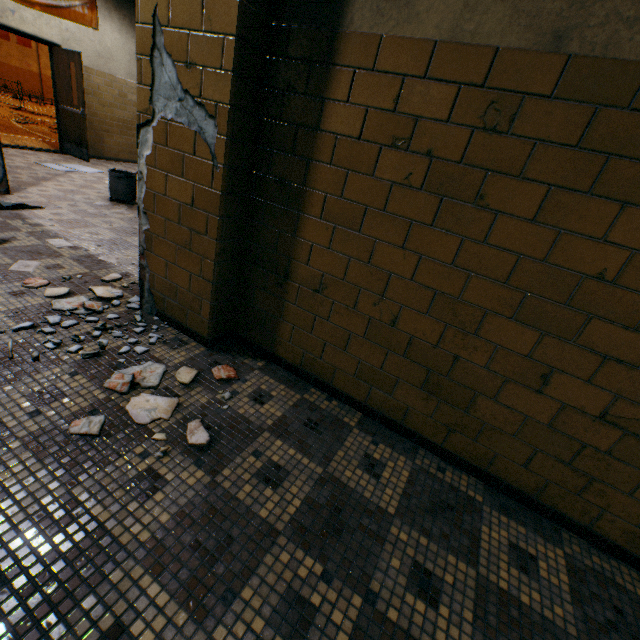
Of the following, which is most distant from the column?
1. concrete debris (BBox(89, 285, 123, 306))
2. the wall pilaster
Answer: the wall pilaster

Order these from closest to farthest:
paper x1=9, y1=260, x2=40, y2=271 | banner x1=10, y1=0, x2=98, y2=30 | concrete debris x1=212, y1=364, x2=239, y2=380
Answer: concrete debris x1=212, y1=364, x2=239, y2=380 → paper x1=9, y1=260, x2=40, y2=271 → banner x1=10, y1=0, x2=98, y2=30

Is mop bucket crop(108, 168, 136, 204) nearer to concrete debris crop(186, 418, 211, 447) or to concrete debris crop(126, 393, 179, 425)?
concrete debris crop(126, 393, 179, 425)

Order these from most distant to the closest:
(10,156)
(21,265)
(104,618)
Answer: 1. (10,156)
2. (21,265)
3. (104,618)

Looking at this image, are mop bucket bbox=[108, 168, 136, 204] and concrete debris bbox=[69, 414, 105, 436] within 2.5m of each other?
no

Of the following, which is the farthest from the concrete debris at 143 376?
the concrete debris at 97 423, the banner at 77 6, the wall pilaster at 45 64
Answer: the wall pilaster at 45 64

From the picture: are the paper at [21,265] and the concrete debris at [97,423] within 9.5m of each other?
yes

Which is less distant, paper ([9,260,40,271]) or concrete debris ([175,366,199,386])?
concrete debris ([175,366,199,386])
